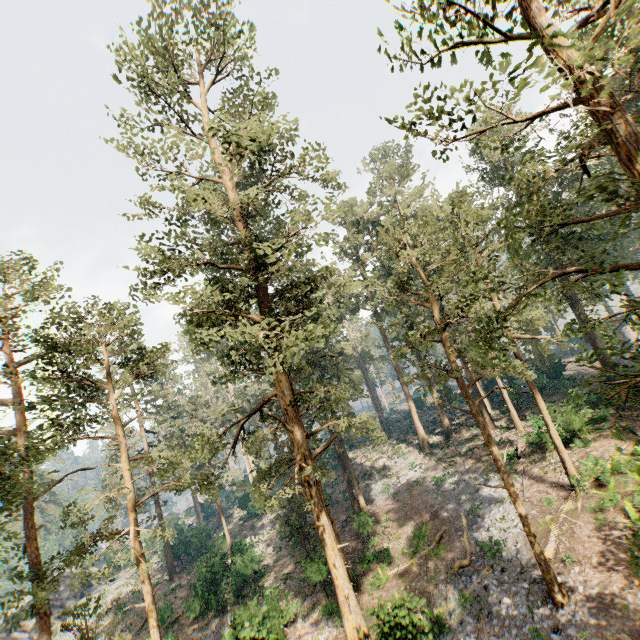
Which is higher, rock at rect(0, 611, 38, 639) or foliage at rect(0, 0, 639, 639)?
foliage at rect(0, 0, 639, 639)

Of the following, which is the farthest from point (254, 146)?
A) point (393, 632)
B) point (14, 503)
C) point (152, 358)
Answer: point (393, 632)

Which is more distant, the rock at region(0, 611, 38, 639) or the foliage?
the rock at region(0, 611, 38, 639)

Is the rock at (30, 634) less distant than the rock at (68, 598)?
Yes

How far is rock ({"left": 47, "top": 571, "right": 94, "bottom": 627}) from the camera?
36.63m

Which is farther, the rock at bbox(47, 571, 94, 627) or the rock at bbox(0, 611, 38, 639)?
the rock at bbox(47, 571, 94, 627)

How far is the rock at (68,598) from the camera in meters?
36.6

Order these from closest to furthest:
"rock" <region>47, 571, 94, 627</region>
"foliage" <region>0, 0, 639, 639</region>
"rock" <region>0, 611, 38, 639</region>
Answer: "foliage" <region>0, 0, 639, 639</region>
"rock" <region>0, 611, 38, 639</region>
"rock" <region>47, 571, 94, 627</region>
